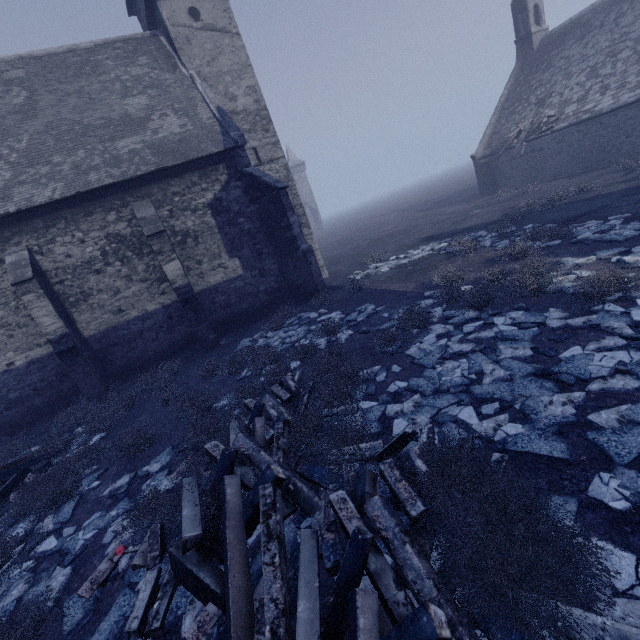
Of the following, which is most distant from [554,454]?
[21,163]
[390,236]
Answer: [390,236]

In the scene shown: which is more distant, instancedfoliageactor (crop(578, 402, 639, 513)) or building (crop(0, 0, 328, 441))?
building (crop(0, 0, 328, 441))

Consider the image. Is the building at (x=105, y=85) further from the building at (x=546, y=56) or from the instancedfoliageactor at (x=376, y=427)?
the building at (x=546, y=56)

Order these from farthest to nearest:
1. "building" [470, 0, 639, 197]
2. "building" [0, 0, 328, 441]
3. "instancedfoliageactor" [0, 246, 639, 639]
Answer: "building" [470, 0, 639, 197] → "building" [0, 0, 328, 441] → "instancedfoliageactor" [0, 246, 639, 639]

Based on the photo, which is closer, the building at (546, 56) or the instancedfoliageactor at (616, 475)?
the instancedfoliageactor at (616, 475)

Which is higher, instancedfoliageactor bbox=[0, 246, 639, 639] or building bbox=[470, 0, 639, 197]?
building bbox=[470, 0, 639, 197]

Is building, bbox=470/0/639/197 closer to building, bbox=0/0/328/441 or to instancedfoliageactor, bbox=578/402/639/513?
instancedfoliageactor, bbox=578/402/639/513
